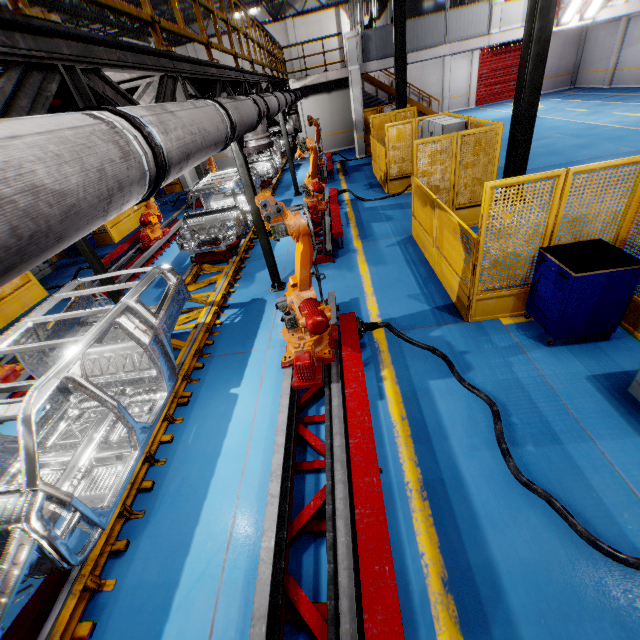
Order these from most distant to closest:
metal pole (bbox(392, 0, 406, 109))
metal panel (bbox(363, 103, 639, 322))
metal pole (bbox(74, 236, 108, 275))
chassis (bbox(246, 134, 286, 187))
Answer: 1. metal pole (bbox(392, 0, 406, 109))
2. chassis (bbox(246, 134, 286, 187))
3. metal pole (bbox(74, 236, 108, 275))
4. metal panel (bbox(363, 103, 639, 322))

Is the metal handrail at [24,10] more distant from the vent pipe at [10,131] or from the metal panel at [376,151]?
the metal panel at [376,151]

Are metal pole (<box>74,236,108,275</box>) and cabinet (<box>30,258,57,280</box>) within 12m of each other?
yes

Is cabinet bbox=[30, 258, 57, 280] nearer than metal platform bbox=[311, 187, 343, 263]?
No

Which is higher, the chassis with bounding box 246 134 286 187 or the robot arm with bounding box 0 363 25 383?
the chassis with bounding box 246 134 286 187

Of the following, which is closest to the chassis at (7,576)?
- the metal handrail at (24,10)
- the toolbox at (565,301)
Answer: the metal handrail at (24,10)

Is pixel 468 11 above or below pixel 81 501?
above

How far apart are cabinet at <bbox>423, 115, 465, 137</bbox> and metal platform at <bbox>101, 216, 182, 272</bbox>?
9.1 meters
